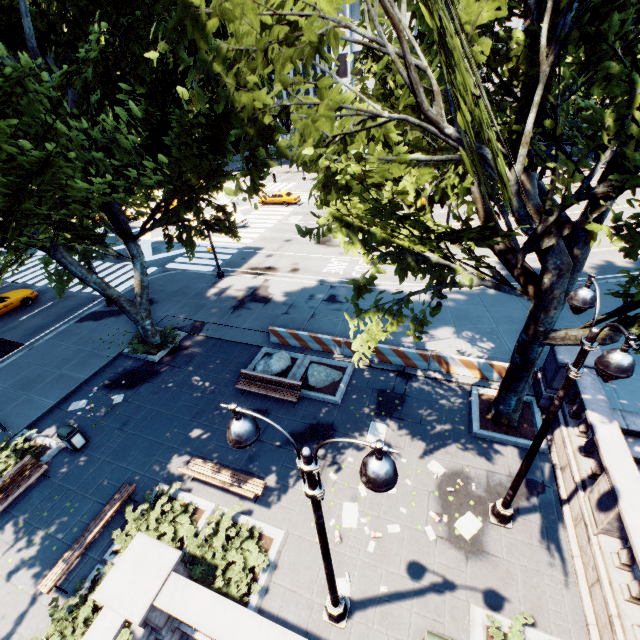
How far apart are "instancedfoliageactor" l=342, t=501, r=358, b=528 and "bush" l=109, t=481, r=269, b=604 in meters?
2.3

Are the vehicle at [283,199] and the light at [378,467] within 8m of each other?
no

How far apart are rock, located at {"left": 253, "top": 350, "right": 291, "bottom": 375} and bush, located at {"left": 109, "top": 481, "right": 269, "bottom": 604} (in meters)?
5.77

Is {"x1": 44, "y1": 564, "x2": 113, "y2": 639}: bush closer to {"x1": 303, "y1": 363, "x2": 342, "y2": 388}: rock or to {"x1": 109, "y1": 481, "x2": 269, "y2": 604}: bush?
{"x1": 109, "y1": 481, "x2": 269, "y2": 604}: bush

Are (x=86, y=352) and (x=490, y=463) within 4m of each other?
no

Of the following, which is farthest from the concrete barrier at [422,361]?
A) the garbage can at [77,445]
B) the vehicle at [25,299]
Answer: the vehicle at [25,299]

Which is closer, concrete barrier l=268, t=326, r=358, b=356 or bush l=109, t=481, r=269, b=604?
bush l=109, t=481, r=269, b=604

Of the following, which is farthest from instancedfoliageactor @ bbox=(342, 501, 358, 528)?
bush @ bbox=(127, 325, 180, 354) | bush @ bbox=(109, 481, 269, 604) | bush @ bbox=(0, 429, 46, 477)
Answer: bush @ bbox=(127, 325, 180, 354)
